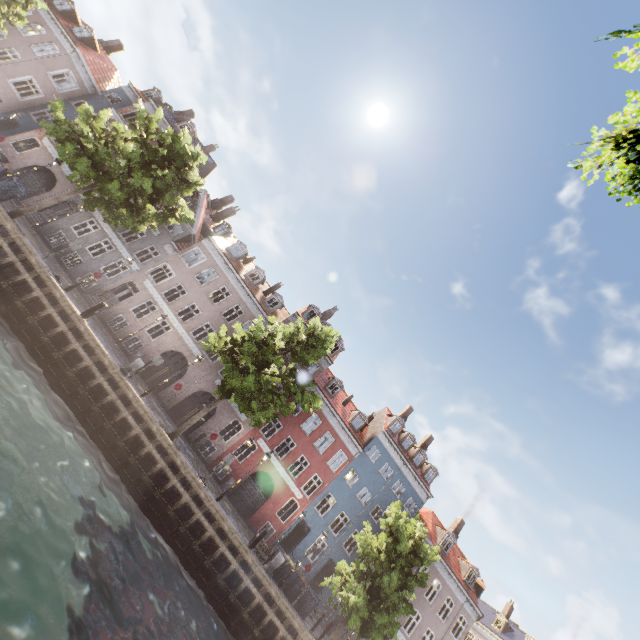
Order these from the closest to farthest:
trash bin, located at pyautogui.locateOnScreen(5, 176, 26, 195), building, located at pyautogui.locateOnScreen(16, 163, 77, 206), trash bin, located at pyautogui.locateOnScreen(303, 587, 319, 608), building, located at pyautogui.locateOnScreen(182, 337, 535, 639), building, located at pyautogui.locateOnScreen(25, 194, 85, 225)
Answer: trash bin, located at pyautogui.locateOnScreen(5, 176, 26, 195) → trash bin, located at pyautogui.locateOnScreen(303, 587, 319, 608) → building, located at pyautogui.locateOnScreen(25, 194, 85, 225) → building, located at pyautogui.locateOnScreen(16, 163, 77, 206) → building, located at pyautogui.locateOnScreen(182, 337, 535, 639)

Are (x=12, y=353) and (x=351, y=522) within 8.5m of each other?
no

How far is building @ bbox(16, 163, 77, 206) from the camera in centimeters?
2491cm

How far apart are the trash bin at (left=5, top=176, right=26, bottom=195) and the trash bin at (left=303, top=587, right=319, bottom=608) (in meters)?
28.63

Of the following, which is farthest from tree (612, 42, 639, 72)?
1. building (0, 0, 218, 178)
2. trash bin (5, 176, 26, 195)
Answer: building (0, 0, 218, 178)

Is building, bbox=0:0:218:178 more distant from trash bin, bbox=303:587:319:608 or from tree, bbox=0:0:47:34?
trash bin, bbox=303:587:319:608

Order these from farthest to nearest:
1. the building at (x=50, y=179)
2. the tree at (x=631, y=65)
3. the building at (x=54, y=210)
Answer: the building at (x=50, y=179) < the building at (x=54, y=210) < the tree at (x=631, y=65)

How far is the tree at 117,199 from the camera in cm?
1603
